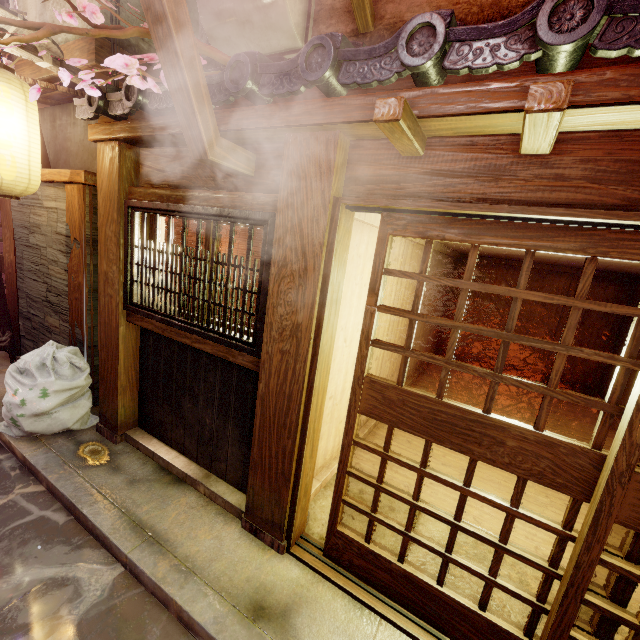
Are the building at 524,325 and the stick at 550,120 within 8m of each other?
no

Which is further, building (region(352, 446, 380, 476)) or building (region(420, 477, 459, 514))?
building (region(352, 446, 380, 476))

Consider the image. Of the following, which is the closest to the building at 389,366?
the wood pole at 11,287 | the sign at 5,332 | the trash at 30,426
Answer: the trash at 30,426

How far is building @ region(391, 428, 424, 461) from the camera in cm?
794

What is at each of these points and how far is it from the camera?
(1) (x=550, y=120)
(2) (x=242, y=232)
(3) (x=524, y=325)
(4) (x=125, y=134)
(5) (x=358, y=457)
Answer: (1) stick, 2.35m
(2) blind, 5.51m
(3) building, 15.30m
(4) wood bar, 5.27m
(5) building, 7.55m

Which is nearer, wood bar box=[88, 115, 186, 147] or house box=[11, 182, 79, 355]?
wood bar box=[88, 115, 186, 147]

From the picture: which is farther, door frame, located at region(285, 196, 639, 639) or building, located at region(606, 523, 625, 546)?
building, located at region(606, 523, 625, 546)

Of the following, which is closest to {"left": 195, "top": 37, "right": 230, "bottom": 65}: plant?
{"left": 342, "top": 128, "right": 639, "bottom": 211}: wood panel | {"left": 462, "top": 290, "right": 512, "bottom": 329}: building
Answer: {"left": 342, "top": 128, "right": 639, "bottom": 211}: wood panel
